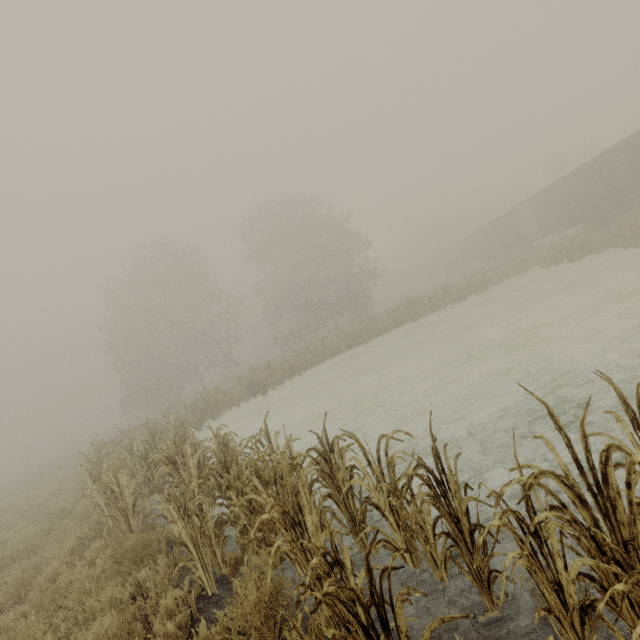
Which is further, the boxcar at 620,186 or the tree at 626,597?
the boxcar at 620,186

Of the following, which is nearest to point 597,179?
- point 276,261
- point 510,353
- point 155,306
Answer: point 510,353

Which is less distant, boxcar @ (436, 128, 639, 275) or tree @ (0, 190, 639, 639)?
Result: tree @ (0, 190, 639, 639)
